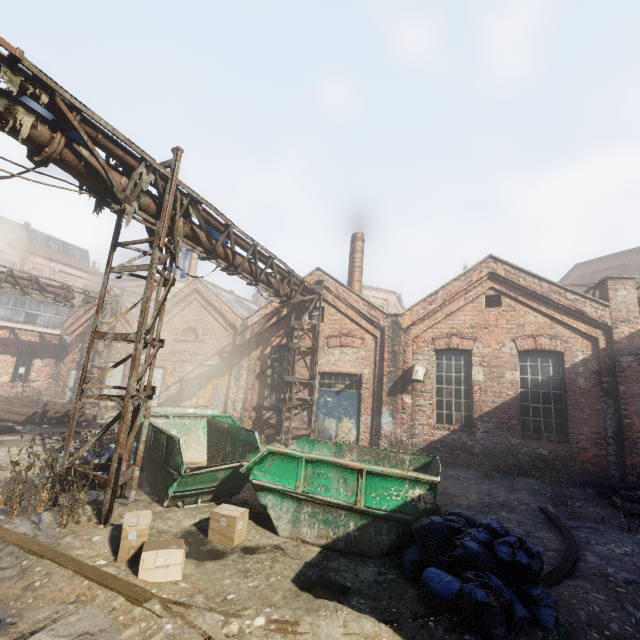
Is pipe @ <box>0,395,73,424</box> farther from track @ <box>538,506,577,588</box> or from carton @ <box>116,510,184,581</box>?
carton @ <box>116,510,184,581</box>

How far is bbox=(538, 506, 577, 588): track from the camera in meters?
4.7

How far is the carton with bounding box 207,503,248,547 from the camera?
5.1m

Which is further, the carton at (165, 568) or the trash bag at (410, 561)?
the carton at (165, 568)

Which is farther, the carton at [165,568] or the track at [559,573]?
the track at [559,573]

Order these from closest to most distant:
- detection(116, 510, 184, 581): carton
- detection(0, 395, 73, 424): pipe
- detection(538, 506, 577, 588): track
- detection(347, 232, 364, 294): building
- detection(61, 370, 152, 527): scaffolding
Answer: detection(116, 510, 184, 581): carton
detection(538, 506, 577, 588): track
detection(61, 370, 152, 527): scaffolding
detection(0, 395, 73, 424): pipe
detection(347, 232, 364, 294): building

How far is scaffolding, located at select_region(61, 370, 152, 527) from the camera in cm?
530

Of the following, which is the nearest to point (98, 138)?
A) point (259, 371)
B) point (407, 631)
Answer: point (407, 631)
